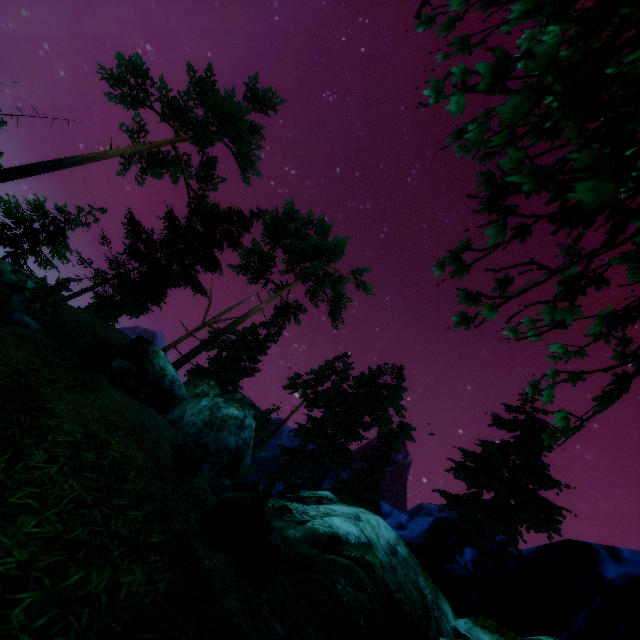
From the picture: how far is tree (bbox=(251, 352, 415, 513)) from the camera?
25.0 meters

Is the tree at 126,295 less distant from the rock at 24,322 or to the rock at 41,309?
the rock at 41,309

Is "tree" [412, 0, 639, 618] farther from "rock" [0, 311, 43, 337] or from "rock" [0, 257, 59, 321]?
"rock" [0, 311, 43, 337]

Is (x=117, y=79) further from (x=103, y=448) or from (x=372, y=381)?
(x=372, y=381)

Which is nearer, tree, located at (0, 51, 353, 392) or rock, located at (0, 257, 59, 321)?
rock, located at (0, 257, 59, 321)

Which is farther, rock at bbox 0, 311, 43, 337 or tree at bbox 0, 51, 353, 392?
tree at bbox 0, 51, 353, 392

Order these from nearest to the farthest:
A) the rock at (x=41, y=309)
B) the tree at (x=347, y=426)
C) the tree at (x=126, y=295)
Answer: the rock at (x=41, y=309) → the tree at (x=126, y=295) → the tree at (x=347, y=426)
